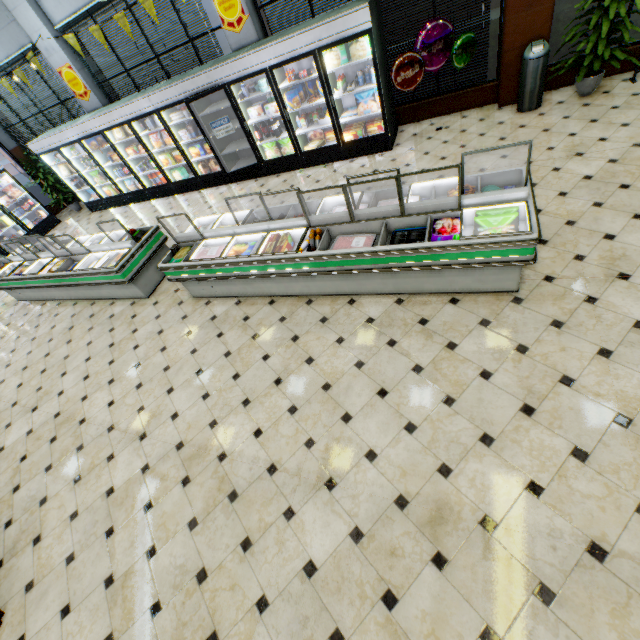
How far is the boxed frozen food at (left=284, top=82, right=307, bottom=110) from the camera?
6.4m

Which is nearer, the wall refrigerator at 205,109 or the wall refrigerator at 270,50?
the wall refrigerator at 270,50

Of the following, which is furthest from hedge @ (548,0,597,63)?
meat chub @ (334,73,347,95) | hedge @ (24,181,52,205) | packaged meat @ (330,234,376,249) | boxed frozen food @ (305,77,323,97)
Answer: hedge @ (24,181,52,205)

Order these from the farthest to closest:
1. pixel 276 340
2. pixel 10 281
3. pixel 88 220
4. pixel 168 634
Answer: pixel 88 220
pixel 10 281
pixel 276 340
pixel 168 634

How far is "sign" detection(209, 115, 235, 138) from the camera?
7.00m

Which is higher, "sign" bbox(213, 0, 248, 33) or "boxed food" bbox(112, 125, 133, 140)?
"sign" bbox(213, 0, 248, 33)

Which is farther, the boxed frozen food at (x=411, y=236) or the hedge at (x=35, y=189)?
the hedge at (x=35, y=189)

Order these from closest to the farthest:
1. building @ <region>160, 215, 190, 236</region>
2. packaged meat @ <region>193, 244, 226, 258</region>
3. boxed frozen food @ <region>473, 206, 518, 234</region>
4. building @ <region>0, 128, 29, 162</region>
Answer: boxed frozen food @ <region>473, 206, 518, 234</region>
packaged meat @ <region>193, 244, 226, 258</region>
building @ <region>160, 215, 190, 236</region>
building @ <region>0, 128, 29, 162</region>
